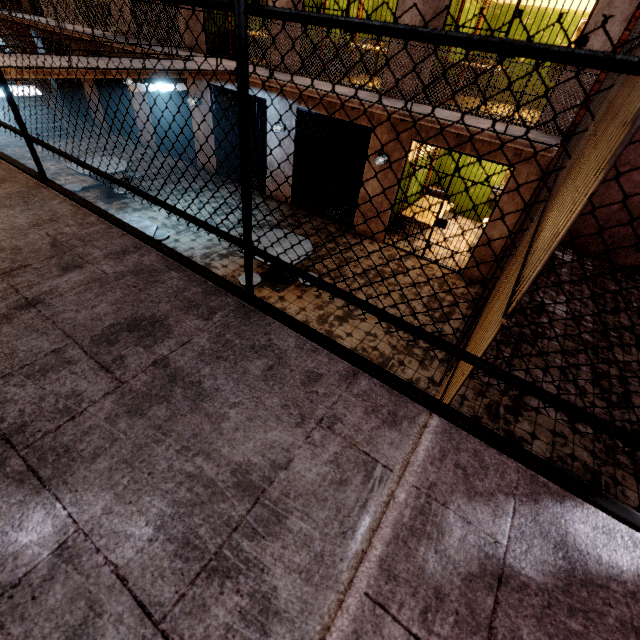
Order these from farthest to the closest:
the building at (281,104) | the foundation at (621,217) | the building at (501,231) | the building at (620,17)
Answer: the foundation at (621,217) → the building at (281,104) → the building at (501,231) → the building at (620,17)

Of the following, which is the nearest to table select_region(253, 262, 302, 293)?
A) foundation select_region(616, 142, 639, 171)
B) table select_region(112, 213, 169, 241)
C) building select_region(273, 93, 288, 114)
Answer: table select_region(112, 213, 169, 241)

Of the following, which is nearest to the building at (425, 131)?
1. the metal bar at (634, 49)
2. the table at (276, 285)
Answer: the metal bar at (634, 49)

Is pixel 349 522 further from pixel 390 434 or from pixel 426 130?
pixel 426 130

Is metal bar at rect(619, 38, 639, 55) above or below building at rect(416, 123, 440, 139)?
above

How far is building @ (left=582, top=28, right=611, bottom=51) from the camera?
4.6m

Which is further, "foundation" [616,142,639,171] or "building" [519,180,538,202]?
"foundation" [616,142,639,171]
